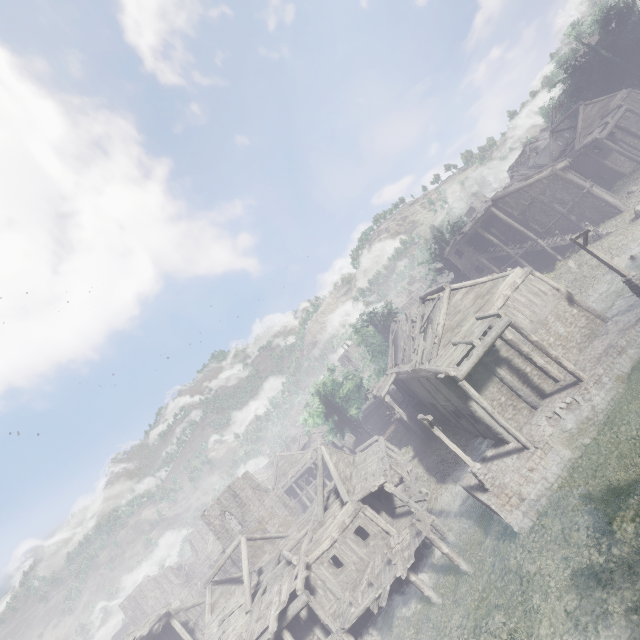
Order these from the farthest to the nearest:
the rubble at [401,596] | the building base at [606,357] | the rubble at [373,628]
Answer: the rubble at [373,628], the rubble at [401,596], the building base at [606,357]

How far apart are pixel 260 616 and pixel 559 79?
62.75m

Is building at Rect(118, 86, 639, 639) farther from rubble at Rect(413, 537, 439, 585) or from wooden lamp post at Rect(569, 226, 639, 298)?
wooden lamp post at Rect(569, 226, 639, 298)

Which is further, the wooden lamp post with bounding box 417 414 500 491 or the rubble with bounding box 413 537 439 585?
the rubble with bounding box 413 537 439 585

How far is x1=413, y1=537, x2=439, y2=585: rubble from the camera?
17.47m

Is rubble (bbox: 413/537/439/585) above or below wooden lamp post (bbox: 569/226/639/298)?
below

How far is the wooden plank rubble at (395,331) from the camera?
20.30m

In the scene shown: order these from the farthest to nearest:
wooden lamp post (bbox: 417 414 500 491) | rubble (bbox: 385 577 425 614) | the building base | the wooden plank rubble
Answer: the wooden plank rubble
rubble (bbox: 385 577 425 614)
wooden lamp post (bbox: 417 414 500 491)
the building base
